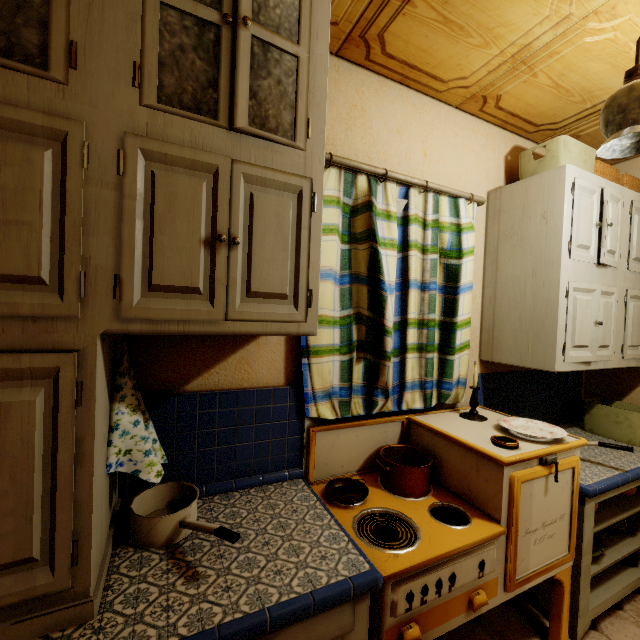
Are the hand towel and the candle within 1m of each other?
no

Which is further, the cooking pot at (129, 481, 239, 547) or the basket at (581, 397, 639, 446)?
the basket at (581, 397, 639, 446)

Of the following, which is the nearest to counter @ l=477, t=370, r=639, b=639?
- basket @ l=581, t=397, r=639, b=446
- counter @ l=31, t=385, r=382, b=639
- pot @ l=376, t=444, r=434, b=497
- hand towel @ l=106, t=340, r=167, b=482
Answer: basket @ l=581, t=397, r=639, b=446

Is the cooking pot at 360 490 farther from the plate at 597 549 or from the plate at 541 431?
the plate at 597 549

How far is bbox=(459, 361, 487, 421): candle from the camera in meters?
1.8

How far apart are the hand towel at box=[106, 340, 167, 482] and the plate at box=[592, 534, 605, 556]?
2.2 meters

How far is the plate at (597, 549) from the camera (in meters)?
1.81

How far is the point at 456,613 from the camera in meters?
1.2 m
